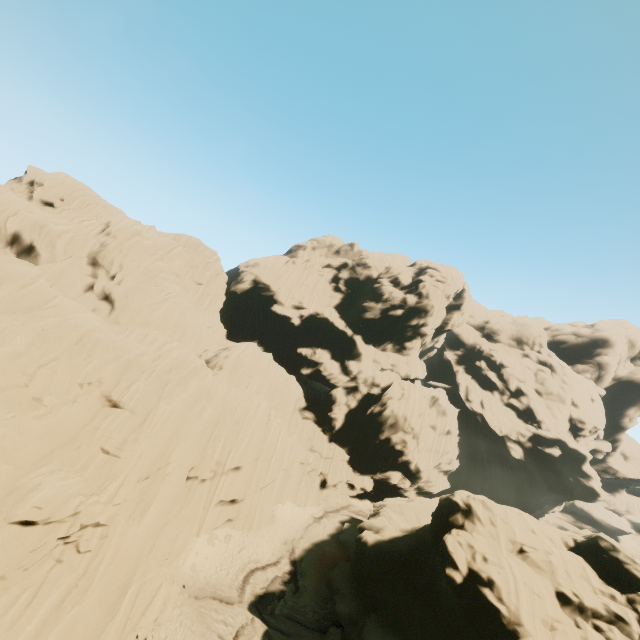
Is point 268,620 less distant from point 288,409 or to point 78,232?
point 288,409
